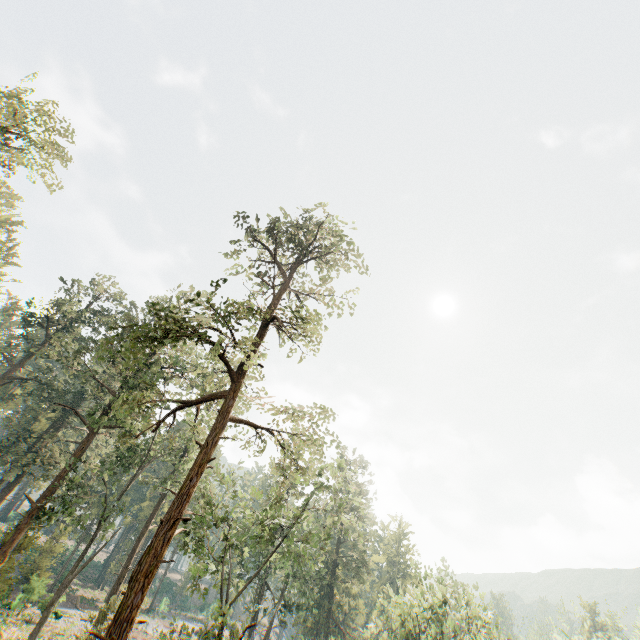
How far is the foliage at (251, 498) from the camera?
19.4m

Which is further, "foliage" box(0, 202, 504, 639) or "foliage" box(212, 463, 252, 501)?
"foliage" box(212, 463, 252, 501)

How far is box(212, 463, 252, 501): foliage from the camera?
Result: 19.4m

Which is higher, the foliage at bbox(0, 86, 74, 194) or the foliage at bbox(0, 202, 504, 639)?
the foliage at bbox(0, 86, 74, 194)

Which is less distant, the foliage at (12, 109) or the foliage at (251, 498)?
the foliage at (12, 109)

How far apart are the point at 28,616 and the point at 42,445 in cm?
1649
